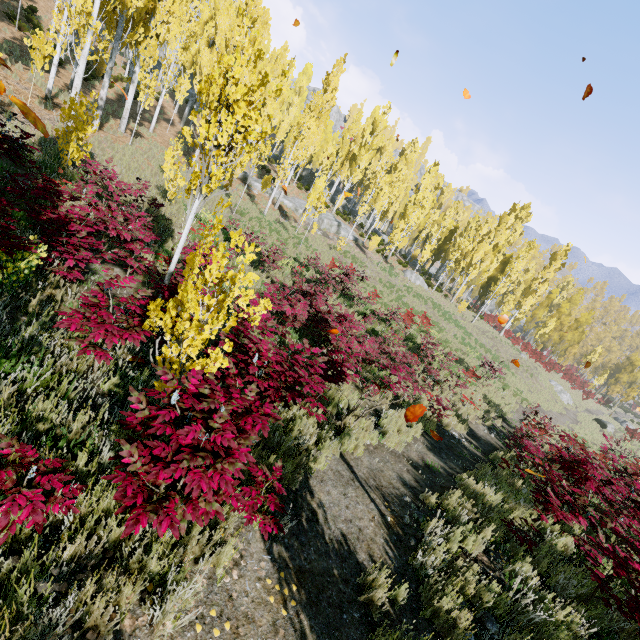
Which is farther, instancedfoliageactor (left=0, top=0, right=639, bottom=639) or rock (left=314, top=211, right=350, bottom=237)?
rock (left=314, top=211, right=350, bottom=237)

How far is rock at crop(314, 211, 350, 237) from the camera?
30.4m

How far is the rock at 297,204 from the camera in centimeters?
2981cm

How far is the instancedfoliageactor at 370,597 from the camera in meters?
3.3 m

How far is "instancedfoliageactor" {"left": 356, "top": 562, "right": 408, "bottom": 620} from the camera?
3.3 meters

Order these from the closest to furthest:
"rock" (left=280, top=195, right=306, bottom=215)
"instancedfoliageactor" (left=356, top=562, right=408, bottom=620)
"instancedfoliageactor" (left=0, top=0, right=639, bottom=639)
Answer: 1. "instancedfoliageactor" (left=0, top=0, right=639, bottom=639)
2. "instancedfoliageactor" (left=356, top=562, right=408, bottom=620)
3. "rock" (left=280, top=195, right=306, bottom=215)

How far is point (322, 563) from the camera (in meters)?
3.52
